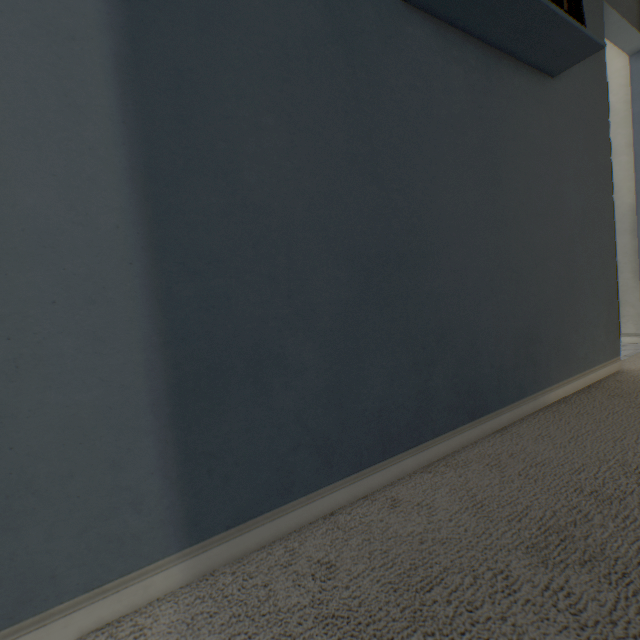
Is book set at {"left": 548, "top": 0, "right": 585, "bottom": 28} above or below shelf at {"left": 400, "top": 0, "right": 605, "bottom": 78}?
above

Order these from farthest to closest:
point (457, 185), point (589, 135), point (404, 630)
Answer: point (589, 135) → point (457, 185) → point (404, 630)

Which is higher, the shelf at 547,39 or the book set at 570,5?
the book set at 570,5
